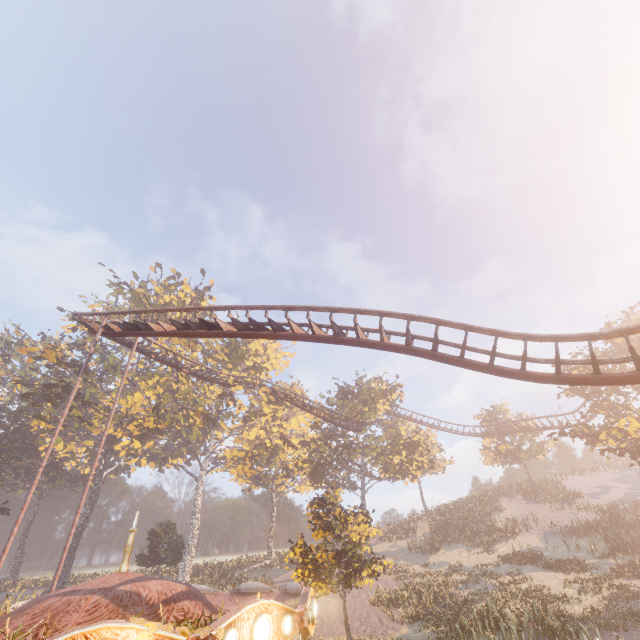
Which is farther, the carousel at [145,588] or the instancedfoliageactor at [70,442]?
the instancedfoliageactor at [70,442]

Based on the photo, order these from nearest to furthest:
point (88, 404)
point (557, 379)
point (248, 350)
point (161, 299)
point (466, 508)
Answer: point (557, 379), point (88, 404), point (466, 508), point (248, 350), point (161, 299)

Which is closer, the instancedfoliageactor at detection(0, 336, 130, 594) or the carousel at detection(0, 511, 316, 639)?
the carousel at detection(0, 511, 316, 639)

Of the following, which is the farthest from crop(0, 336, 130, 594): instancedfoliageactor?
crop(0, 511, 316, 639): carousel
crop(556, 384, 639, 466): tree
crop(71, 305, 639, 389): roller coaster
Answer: crop(556, 384, 639, 466): tree

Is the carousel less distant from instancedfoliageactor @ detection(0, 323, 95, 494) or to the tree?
instancedfoliageactor @ detection(0, 323, 95, 494)

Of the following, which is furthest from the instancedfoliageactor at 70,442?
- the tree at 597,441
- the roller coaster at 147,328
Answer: the tree at 597,441

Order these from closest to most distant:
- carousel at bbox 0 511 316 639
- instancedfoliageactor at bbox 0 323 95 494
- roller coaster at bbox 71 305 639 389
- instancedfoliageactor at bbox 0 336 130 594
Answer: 1. carousel at bbox 0 511 316 639
2. roller coaster at bbox 71 305 639 389
3. instancedfoliageactor at bbox 0 323 95 494
4. instancedfoliageactor at bbox 0 336 130 594

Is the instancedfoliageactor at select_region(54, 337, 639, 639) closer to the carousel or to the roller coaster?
the carousel
